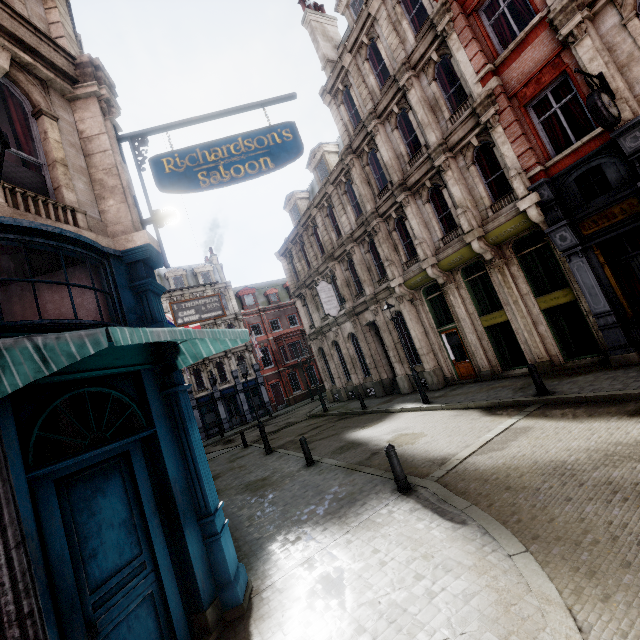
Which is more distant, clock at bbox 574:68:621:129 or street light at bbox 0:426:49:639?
clock at bbox 574:68:621:129

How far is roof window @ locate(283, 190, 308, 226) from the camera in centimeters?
2566cm

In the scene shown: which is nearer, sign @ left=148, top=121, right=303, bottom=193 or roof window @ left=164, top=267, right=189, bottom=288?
sign @ left=148, top=121, right=303, bottom=193

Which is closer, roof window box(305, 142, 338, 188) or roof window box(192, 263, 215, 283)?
roof window box(305, 142, 338, 188)

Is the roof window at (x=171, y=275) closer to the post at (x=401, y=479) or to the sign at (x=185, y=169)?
the sign at (x=185, y=169)

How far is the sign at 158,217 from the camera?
6.00m

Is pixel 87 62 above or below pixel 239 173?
above

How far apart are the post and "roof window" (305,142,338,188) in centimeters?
1832cm
